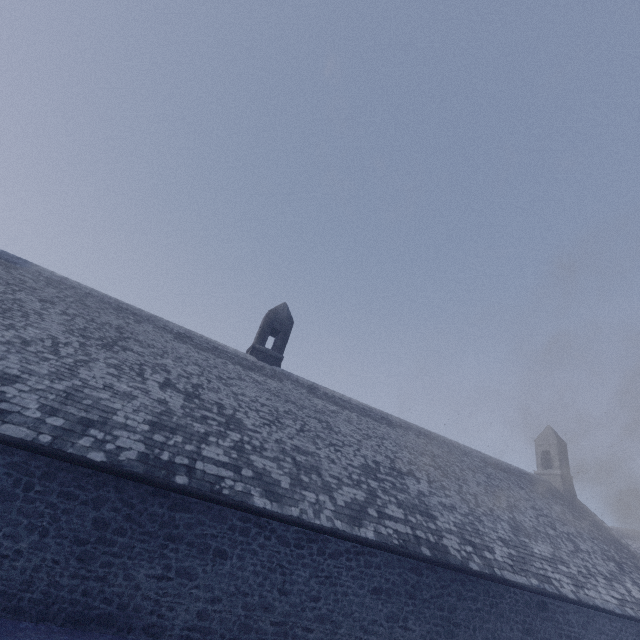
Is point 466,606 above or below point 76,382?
below
